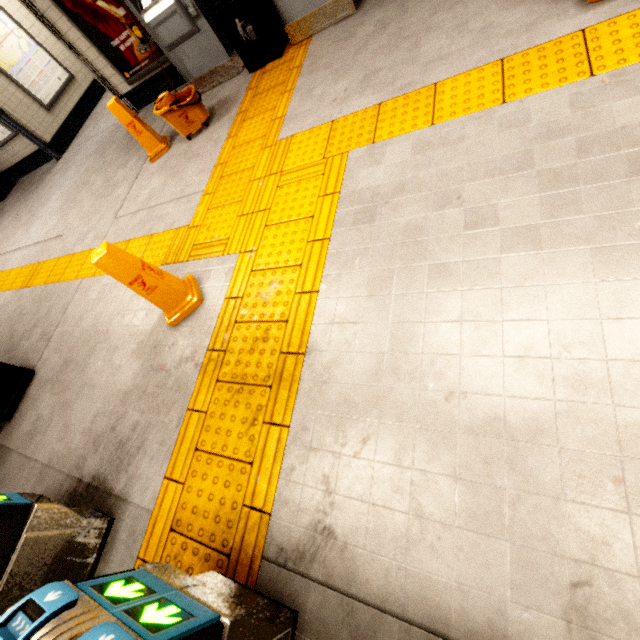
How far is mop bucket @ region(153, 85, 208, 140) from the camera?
4.00m

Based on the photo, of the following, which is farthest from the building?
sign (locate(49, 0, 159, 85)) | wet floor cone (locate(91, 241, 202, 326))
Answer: sign (locate(49, 0, 159, 85))

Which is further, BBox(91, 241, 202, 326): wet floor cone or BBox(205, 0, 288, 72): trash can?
BBox(205, 0, 288, 72): trash can

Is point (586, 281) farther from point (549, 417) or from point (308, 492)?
point (308, 492)

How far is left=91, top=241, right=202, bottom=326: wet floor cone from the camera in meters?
2.3

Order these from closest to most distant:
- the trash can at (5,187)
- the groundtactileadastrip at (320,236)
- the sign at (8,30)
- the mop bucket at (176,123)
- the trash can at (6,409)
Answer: the groundtactileadastrip at (320,236) < the trash can at (6,409) < the mop bucket at (176,123) < the sign at (8,30) < the trash can at (5,187)

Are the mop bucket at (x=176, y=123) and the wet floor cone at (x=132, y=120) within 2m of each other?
yes

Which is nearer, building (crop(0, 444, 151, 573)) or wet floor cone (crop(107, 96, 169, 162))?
building (crop(0, 444, 151, 573))
